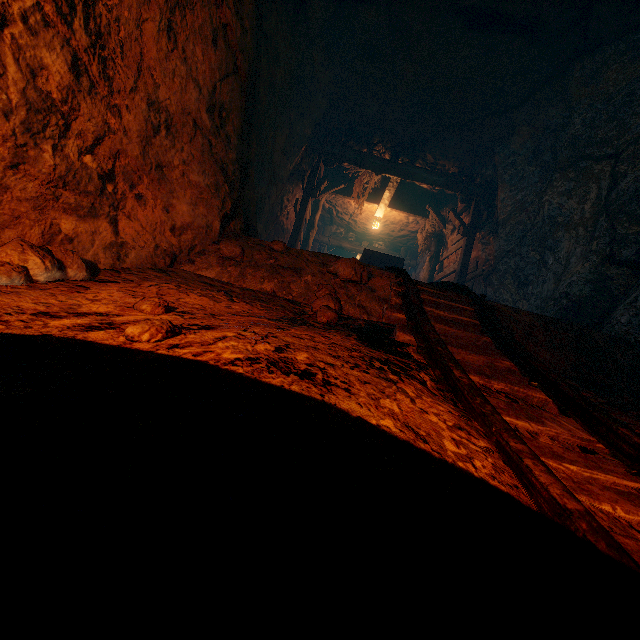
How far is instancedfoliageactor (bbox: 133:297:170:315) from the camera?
1.6m

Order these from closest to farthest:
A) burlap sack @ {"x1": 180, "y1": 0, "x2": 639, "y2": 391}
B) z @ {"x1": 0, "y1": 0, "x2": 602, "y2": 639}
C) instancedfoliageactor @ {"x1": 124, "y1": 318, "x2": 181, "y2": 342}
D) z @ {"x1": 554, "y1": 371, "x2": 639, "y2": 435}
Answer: z @ {"x1": 0, "y1": 0, "x2": 602, "y2": 639} < instancedfoliageactor @ {"x1": 124, "y1": 318, "x2": 181, "y2": 342} < z @ {"x1": 554, "y1": 371, "x2": 639, "y2": 435} < burlap sack @ {"x1": 180, "y1": 0, "x2": 639, "y2": 391}

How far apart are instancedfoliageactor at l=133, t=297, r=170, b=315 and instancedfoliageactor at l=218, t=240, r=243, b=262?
1.35m

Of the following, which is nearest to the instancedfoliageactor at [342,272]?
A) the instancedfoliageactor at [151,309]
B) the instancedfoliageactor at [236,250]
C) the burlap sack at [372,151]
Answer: the burlap sack at [372,151]

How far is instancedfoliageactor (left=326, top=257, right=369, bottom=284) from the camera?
2.9 meters

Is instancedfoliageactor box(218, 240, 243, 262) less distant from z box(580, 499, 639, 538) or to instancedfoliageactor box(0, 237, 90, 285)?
z box(580, 499, 639, 538)

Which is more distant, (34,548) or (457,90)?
(457,90)

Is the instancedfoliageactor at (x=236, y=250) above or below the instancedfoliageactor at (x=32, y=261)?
above
